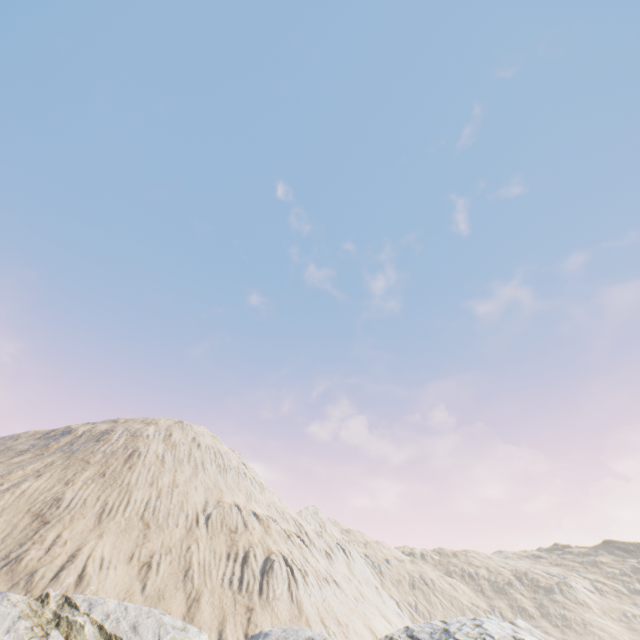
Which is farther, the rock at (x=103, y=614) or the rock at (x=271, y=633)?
the rock at (x=271, y=633)

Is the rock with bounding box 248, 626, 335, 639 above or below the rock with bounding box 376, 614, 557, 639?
below

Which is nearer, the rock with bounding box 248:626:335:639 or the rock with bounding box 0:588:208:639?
the rock with bounding box 0:588:208:639

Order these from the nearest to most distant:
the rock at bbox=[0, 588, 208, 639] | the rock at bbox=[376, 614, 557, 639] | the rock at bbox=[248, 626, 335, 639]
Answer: the rock at bbox=[0, 588, 208, 639] < the rock at bbox=[376, 614, 557, 639] < the rock at bbox=[248, 626, 335, 639]

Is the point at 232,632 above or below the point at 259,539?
below
